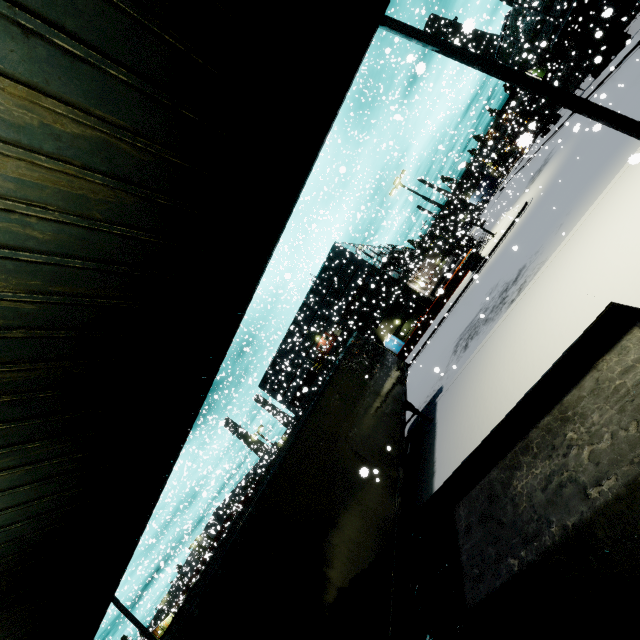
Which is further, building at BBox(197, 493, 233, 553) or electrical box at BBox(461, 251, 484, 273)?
building at BBox(197, 493, 233, 553)

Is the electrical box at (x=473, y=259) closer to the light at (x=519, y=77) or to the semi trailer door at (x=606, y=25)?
the semi trailer door at (x=606, y=25)

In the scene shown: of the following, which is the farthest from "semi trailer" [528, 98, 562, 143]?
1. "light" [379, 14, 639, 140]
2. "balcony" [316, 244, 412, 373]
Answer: "light" [379, 14, 639, 140]

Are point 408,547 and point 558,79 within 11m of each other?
no

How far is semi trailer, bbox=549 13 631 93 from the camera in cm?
2853

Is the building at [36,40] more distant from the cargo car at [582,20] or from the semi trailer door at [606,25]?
the semi trailer door at [606,25]

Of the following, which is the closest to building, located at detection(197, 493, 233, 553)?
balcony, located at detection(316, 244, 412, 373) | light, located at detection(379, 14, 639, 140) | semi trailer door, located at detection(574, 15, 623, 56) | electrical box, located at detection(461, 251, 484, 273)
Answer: balcony, located at detection(316, 244, 412, 373)
